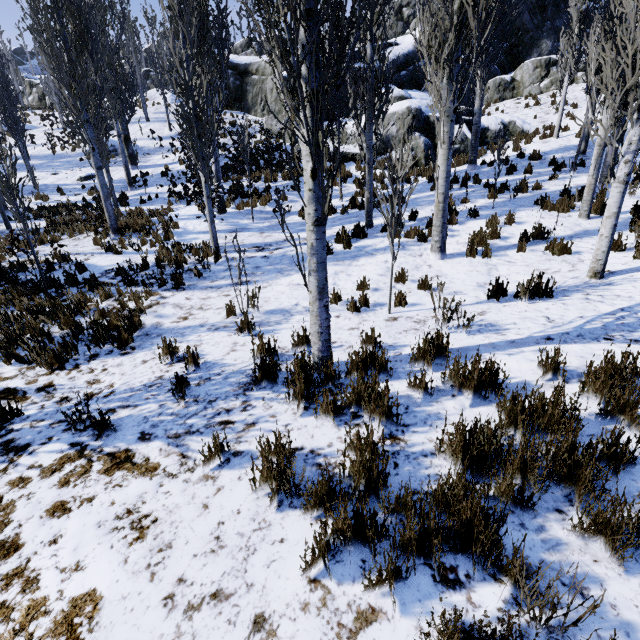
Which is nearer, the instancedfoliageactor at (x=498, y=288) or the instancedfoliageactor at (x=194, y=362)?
the instancedfoliageactor at (x=194, y=362)

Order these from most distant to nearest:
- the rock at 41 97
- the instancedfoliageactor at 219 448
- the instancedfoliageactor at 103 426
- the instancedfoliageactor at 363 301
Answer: the rock at 41 97
the instancedfoliageactor at 363 301
the instancedfoliageactor at 103 426
the instancedfoliageactor at 219 448

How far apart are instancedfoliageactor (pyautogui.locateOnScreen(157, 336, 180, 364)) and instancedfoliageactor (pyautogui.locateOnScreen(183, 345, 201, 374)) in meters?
0.4

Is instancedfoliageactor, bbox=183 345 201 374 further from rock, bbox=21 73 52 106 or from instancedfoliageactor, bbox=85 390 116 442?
rock, bbox=21 73 52 106

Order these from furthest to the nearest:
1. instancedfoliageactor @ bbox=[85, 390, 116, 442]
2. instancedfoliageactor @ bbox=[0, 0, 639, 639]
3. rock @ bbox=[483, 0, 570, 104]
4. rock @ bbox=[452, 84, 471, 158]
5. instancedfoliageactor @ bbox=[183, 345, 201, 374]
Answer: rock @ bbox=[483, 0, 570, 104]
rock @ bbox=[452, 84, 471, 158]
instancedfoliageactor @ bbox=[183, 345, 201, 374]
instancedfoliageactor @ bbox=[85, 390, 116, 442]
instancedfoliageactor @ bbox=[0, 0, 639, 639]

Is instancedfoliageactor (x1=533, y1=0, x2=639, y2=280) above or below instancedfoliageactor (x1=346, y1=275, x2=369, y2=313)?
above

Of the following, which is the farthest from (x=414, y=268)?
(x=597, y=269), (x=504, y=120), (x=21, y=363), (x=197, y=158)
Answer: (x=504, y=120)
